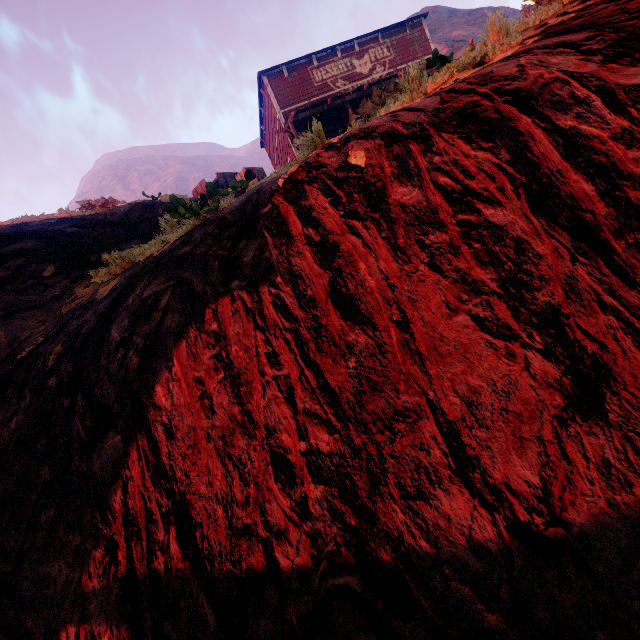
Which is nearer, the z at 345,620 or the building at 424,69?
the z at 345,620

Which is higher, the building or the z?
the building

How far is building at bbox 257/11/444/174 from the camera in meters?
5.0

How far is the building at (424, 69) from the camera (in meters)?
5.02

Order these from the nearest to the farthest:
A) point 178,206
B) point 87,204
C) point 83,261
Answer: point 178,206 → point 83,261 → point 87,204

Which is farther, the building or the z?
the building
